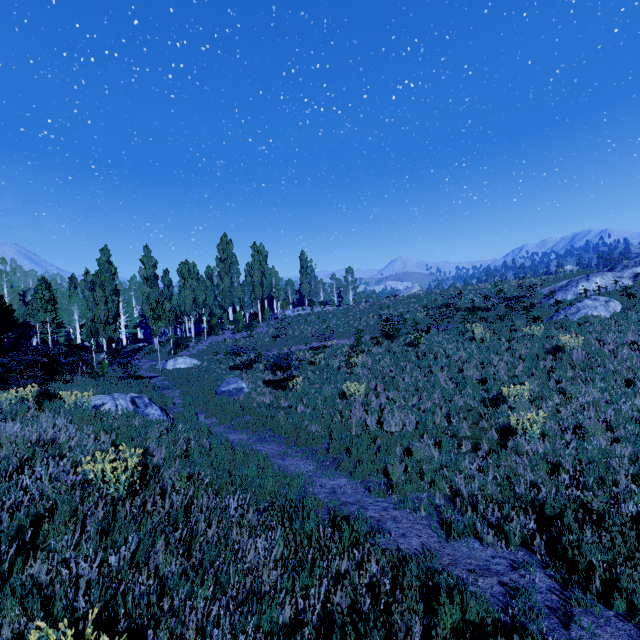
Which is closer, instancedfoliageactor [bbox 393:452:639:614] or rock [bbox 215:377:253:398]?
instancedfoliageactor [bbox 393:452:639:614]

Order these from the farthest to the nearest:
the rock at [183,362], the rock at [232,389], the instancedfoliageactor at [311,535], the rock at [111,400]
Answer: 1. the rock at [183,362]
2. the rock at [232,389]
3. the rock at [111,400]
4. the instancedfoliageactor at [311,535]

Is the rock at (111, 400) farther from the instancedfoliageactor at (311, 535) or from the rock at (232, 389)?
the rock at (232, 389)

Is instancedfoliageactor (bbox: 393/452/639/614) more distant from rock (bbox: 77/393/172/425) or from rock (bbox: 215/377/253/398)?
rock (bbox: 215/377/253/398)

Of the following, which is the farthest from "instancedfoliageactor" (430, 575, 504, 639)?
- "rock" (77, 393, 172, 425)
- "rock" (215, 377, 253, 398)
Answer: "rock" (215, 377, 253, 398)

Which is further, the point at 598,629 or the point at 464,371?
the point at 464,371

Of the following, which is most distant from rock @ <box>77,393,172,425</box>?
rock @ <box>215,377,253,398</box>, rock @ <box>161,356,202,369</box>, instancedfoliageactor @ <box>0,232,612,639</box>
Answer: rock @ <box>161,356,202,369</box>

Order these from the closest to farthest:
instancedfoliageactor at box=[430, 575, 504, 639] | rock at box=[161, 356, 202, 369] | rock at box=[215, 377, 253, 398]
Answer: instancedfoliageactor at box=[430, 575, 504, 639]
rock at box=[215, 377, 253, 398]
rock at box=[161, 356, 202, 369]
